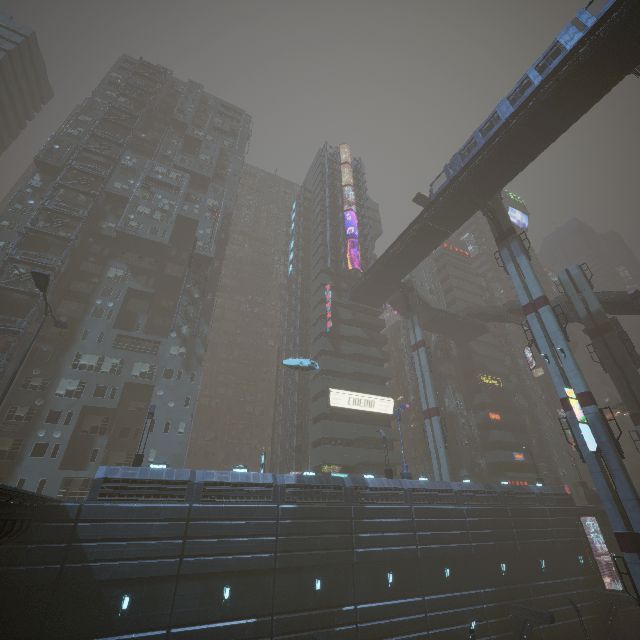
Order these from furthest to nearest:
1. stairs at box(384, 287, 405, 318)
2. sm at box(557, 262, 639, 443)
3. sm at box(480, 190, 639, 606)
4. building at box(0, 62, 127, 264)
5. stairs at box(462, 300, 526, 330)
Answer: stairs at box(384, 287, 405, 318) < stairs at box(462, 300, 526, 330) < building at box(0, 62, 127, 264) < sm at box(557, 262, 639, 443) < sm at box(480, 190, 639, 606)

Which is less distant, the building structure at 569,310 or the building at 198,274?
the building structure at 569,310

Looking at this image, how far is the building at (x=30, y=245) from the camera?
36.9m

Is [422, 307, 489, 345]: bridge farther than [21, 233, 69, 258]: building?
Yes

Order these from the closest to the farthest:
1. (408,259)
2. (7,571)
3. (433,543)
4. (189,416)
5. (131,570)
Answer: (7,571) → (131,570) → (433,543) → (189,416) → (408,259)

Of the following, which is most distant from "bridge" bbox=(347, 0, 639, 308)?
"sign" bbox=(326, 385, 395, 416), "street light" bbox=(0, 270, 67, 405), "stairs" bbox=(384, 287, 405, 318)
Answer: "street light" bbox=(0, 270, 67, 405)

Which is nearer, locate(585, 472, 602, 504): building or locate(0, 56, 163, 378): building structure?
locate(0, 56, 163, 378): building structure

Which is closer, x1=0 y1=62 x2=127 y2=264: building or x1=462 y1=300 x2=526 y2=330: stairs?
x1=0 y1=62 x2=127 y2=264: building
